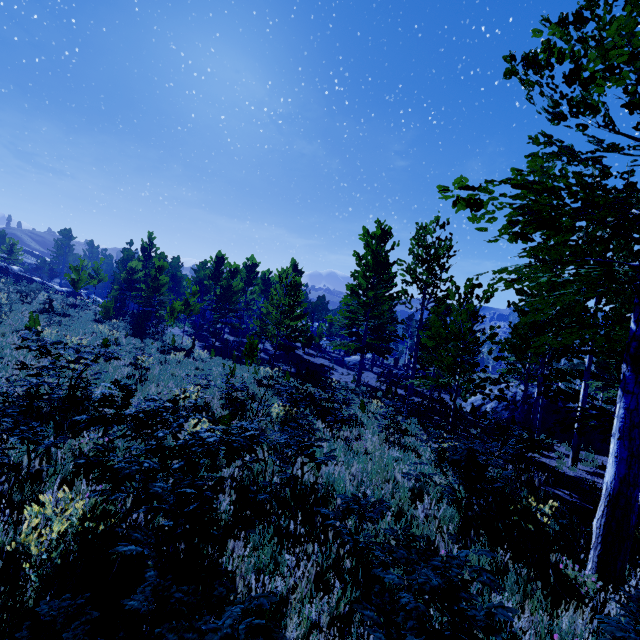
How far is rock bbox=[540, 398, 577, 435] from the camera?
21.81m

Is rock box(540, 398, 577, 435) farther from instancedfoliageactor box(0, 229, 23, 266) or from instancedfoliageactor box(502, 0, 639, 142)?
instancedfoliageactor box(0, 229, 23, 266)

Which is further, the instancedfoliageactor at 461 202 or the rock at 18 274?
the rock at 18 274

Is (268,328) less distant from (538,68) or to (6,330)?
(6,330)

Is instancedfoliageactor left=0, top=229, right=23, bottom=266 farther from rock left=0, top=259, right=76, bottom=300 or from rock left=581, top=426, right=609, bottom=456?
rock left=581, top=426, right=609, bottom=456

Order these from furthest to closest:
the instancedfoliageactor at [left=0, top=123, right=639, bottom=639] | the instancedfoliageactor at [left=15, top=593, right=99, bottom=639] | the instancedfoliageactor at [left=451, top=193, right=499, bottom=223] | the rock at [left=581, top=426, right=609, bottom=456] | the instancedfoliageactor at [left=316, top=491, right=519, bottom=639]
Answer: the rock at [left=581, top=426, right=609, bottom=456], the instancedfoliageactor at [left=451, top=193, right=499, bottom=223], the instancedfoliageactor at [left=0, top=123, right=639, bottom=639], the instancedfoliageactor at [left=316, top=491, right=519, bottom=639], the instancedfoliageactor at [left=15, top=593, right=99, bottom=639]

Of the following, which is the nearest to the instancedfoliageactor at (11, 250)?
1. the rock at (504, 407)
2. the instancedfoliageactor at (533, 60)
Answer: the instancedfoliageactor at (533, 60)
